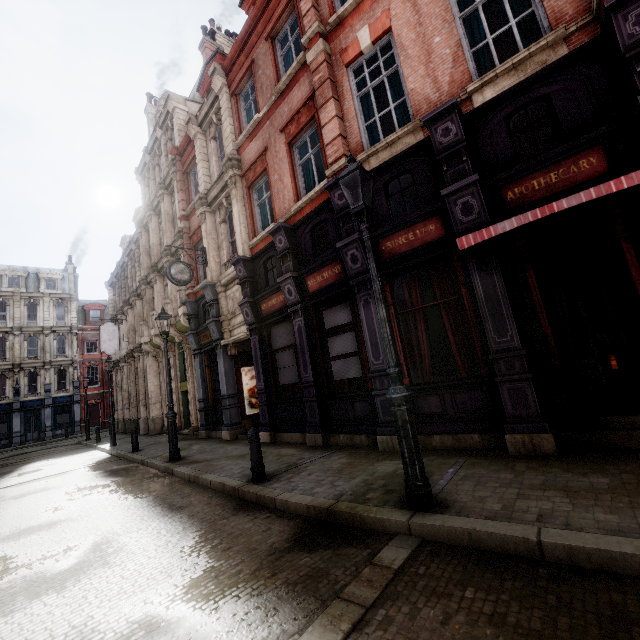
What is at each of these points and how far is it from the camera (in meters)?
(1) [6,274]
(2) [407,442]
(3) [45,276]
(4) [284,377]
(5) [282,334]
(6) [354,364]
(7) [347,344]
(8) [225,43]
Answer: (1) roof window, 36.16
(2) street light, 3.96
(3) roof window, 38.41
(4) sign, 10.15
(5) sign, 10.23
(6) sign, 7.97
(7) sign, 8.14
(8) chimney, 20.83

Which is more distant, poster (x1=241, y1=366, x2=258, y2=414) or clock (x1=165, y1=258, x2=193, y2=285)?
poster (x1=241, y1=366, x2=258, y2=414)

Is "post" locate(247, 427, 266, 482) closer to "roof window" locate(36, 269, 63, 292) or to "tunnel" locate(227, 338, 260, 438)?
"tunnel" locate(227, 338, 260, 438)

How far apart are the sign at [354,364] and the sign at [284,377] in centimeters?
150cm

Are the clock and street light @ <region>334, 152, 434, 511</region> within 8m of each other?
no

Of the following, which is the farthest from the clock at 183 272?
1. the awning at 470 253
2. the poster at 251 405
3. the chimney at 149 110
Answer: the chimney at 149 110

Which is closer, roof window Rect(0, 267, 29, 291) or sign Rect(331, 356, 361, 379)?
sign Rect(331, 356, 361, 379)

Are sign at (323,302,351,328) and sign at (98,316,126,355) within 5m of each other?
no
